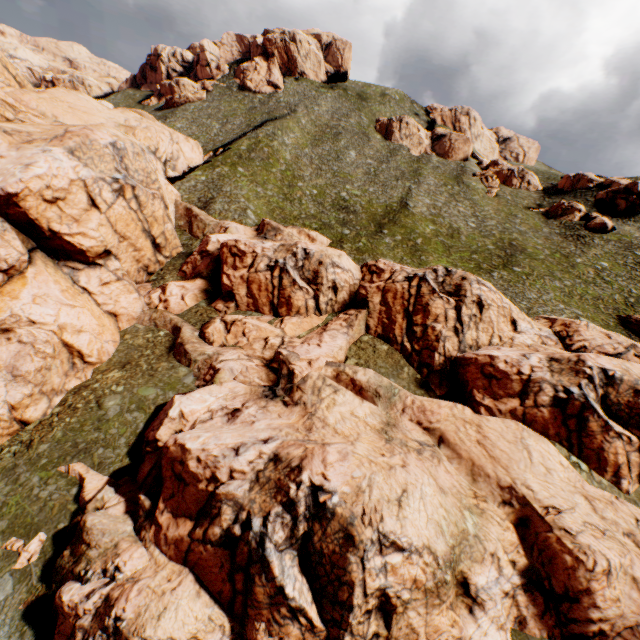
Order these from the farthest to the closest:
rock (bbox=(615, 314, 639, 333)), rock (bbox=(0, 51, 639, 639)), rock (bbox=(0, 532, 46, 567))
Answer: rock (bbox=(615, 314, 639, 333)) → rock (bbox=(0, 532, 46, 567)) → rock (bbox=(0, 51, 639, 639))

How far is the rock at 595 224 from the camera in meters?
55.0 m

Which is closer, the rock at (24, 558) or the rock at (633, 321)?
the rock at (24, 558)

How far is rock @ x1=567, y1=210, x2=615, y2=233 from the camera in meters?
55.0

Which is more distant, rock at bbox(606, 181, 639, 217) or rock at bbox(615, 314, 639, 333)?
rock at bbox(606, 181, 639, 217)

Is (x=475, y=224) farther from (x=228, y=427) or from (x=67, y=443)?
(x=67, y=443)
